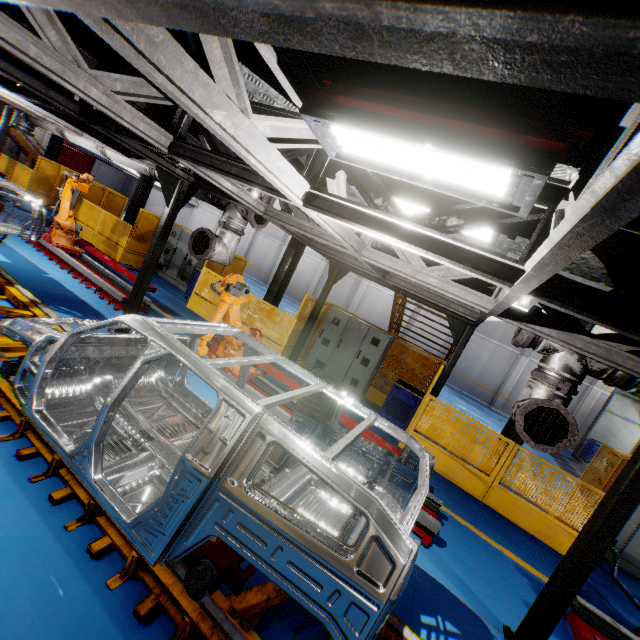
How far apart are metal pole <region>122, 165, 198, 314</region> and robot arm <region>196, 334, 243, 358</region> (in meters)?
1.02

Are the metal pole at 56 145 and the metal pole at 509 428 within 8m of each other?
no

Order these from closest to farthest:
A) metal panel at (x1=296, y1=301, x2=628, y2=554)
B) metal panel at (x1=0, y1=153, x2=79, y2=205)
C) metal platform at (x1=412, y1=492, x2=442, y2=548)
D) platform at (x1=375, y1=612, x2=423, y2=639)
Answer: platform at (x1=375, y1=612, x2=423, y2=639), metal platform at (x1=412, y1=492, x2=442, y2=548), metal panel at (x1=296, y1=301, x2=628, y2=554), metal panel at (x1=0, y1=153, x2=79, y2=205)

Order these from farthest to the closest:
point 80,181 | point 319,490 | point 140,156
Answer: point 80,181 → point 140,156 → point 319,490

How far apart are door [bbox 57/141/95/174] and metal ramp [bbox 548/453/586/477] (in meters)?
45.69

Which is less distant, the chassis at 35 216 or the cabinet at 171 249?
the chassis at 35 216

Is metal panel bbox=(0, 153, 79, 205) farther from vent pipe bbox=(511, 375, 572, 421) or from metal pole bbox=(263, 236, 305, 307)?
vent pipe bbox=(511, 375, 572, 421)

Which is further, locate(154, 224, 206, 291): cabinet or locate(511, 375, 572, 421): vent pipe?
locate(154, 224, 206, 291): cabinet
